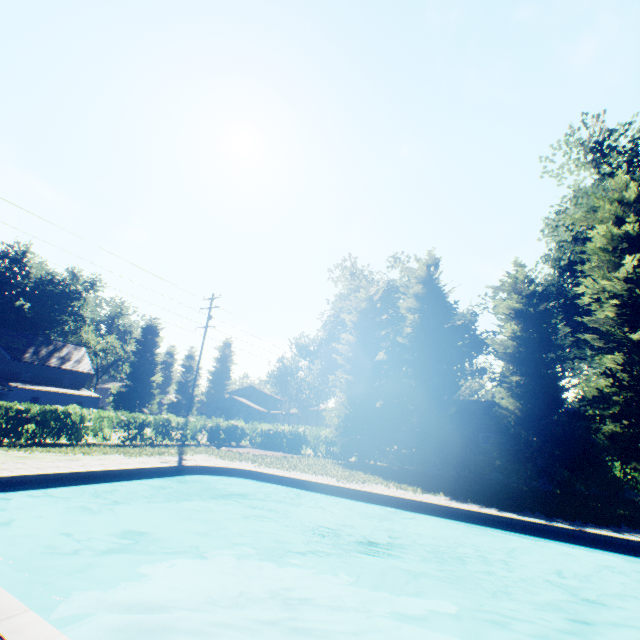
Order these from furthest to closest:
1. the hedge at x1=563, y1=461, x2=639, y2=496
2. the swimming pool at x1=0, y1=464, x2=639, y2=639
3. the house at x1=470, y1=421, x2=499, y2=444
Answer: the house at x1=470, y1=421, x2=499, y2=444 < the hedge at x1=563, y1=461, x2=639, y2=496 < the swimming pool at x1=0, y1=464, x2=639, y2=639

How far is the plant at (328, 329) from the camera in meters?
Answer: 37.2 m

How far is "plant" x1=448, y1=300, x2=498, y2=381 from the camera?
39.8 meters

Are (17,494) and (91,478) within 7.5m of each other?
yes

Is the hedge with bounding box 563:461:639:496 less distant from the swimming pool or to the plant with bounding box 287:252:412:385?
the plant with bounding box 287:252:412:385

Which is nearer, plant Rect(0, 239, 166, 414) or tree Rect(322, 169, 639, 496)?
tree Rect(322, 169, 639, 496)

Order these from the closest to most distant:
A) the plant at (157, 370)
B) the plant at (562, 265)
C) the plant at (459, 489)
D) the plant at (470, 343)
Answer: the plant at (459, 489), the plant at (562, 265), the plant at (470, 343), the plant at (157, 370)

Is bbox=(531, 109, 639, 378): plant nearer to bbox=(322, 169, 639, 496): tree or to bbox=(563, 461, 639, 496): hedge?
bbox=(322, 169, 639, 496): tree
